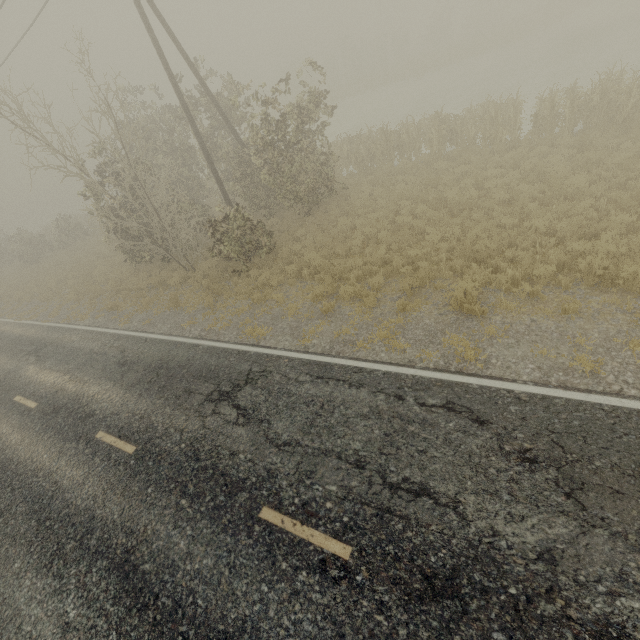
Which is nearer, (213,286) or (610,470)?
(610,470)
